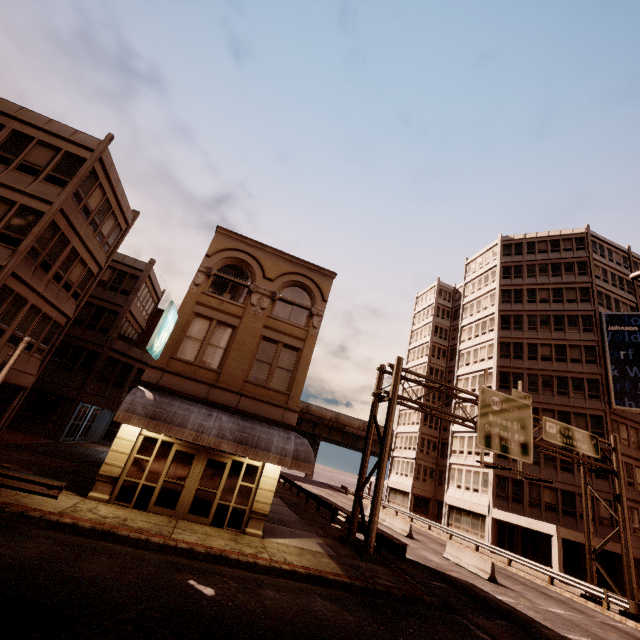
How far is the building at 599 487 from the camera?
28.32m

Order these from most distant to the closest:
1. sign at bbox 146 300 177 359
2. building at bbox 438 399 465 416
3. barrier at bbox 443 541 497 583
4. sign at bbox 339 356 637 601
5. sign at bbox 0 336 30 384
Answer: building at bbox 438 399 465 416 < barrier at bbox 443 541 497 583 < sign at bbox 339 356 637 601 < sign at bbox 146 300 177 359 < sign at bbox 0 336 30 384

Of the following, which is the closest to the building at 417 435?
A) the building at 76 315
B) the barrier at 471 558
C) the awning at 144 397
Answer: the barrier at 471 558

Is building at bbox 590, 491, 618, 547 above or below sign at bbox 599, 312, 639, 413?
below

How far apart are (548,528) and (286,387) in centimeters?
2666cm

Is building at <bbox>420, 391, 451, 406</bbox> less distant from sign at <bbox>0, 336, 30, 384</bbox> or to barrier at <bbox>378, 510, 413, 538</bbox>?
barrier at <bbox>378, 510, 413, 538</bbox>

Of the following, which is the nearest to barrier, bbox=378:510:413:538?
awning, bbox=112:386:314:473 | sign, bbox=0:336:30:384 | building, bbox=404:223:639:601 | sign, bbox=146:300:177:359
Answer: building, bbox=404:223:639:601

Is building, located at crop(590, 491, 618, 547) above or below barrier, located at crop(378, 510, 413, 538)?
above
